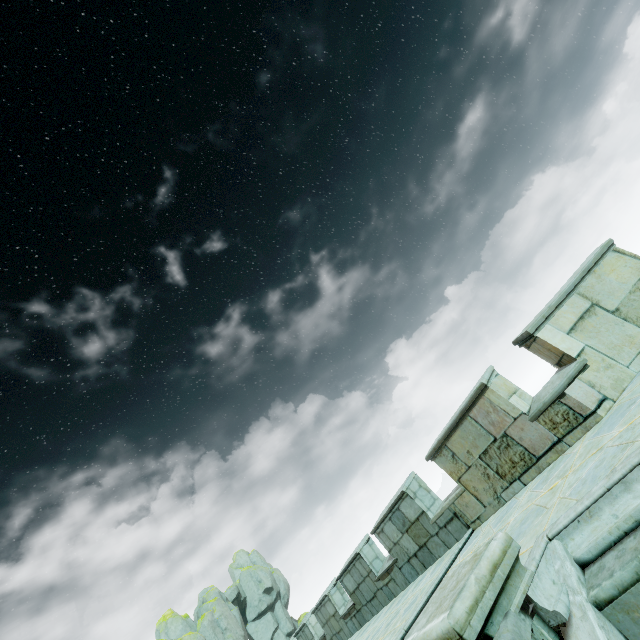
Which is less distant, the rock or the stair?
the stair

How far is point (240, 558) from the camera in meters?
46.7 m

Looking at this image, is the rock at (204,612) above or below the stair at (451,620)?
above

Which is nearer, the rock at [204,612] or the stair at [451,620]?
the stair at [451,620]

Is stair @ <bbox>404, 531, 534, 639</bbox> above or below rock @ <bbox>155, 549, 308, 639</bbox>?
below
